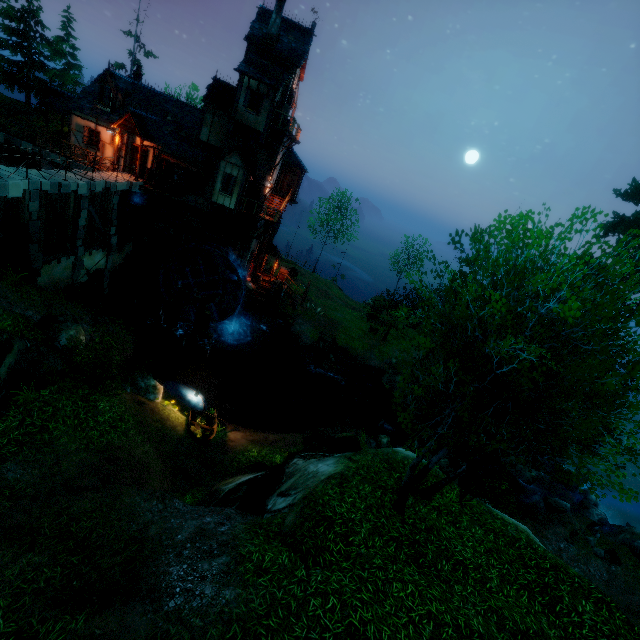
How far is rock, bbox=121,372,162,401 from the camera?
14.6m

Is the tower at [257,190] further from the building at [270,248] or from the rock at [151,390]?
the rock at [151,390]

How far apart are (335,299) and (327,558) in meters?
35.3 m

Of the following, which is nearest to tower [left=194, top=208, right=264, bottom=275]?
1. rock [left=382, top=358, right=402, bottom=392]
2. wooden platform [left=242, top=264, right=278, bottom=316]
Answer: wooden platform [left=242, top=264, right=278, bottom=316]

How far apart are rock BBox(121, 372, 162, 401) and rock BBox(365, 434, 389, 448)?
12.44m

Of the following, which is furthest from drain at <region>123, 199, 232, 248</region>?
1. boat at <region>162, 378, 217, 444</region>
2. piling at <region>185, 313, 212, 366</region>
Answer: boat at <region>162, 378, 217, 444</region>

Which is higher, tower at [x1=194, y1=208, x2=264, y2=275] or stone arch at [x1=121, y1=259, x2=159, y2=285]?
tower at [x1=194, y1=208, x2=264, y2=275]

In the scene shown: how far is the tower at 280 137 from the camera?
23.28m
